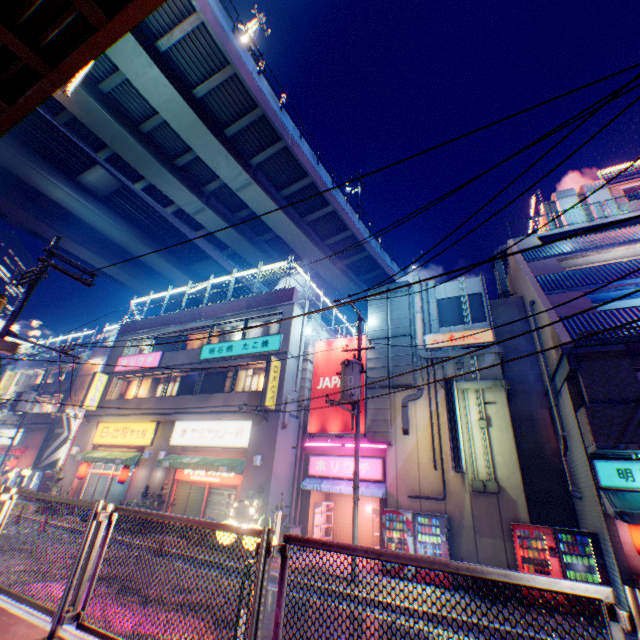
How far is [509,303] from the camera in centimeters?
1711cm

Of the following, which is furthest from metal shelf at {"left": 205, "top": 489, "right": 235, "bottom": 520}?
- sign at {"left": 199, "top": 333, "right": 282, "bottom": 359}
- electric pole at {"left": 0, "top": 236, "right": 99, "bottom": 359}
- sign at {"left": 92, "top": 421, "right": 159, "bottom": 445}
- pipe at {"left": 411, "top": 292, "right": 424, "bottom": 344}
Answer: electric pole at {"left": 0, "top": 236, "right": 99, "bottom": 359}

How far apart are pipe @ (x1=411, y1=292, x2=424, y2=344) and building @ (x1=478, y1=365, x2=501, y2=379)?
0.0m

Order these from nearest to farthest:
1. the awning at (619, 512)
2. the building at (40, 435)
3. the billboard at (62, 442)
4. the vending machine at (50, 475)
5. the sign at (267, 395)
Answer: the awning at (619, 512) < the sign at (267, 395) < the vending machine at (50, 475) < the billboard at (62, 442) < the building at (40, 435)

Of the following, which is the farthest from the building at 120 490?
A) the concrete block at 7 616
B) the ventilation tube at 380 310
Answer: the concrete block at 7 616

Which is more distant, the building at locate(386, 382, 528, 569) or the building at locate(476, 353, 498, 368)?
the building at locate(476, 353, 498, 368)

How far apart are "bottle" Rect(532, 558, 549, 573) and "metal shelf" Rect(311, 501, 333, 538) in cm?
853

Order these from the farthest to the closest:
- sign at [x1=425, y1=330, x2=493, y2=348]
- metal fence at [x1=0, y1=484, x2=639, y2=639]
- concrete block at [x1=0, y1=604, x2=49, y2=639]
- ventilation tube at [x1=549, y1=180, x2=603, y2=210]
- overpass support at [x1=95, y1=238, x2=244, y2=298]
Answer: overpass support at [x1=95, y1=238, x2=244, y2=298] → ventilation tube at [x1=549, y1=180, x2=603, y2=210] → sign at [x1=425, y1=330, x2=493, y2=348] → concrete block at [x1=0, y1=604, x2=49, y2=639] → metal fence at [x1=0, y1=484, x2=639, y2=639]
